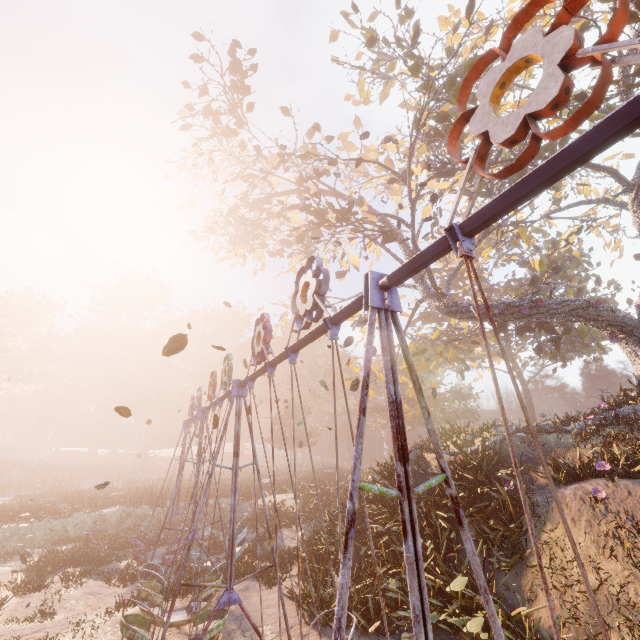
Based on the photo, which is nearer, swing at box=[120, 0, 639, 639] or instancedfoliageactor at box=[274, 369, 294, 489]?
swing at box=[120, 0, 639, 639]

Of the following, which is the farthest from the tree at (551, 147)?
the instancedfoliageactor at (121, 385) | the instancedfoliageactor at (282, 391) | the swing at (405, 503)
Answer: the instancedfoliageactor at (282, 391)

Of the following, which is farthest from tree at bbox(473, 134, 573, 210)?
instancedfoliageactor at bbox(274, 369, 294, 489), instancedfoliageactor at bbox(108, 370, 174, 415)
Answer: instancedfoliageactor at bbox(274, 369, 294, 489)

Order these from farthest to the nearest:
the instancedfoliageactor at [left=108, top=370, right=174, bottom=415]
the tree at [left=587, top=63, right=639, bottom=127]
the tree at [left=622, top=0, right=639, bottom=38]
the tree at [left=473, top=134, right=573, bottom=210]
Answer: the instancedfoliageactor at [left=108, top=370, right=174, bottom=415] < the tree at [left=473, top=134, right=573, bottom=210] < the tree at [left=587, top=63, right=639, bottom=127] < the tree at [left=622, top=0, right=639, bottom=38]

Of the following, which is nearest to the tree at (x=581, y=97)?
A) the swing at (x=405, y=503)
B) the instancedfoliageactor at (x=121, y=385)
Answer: the swing at (x=405, y=503)

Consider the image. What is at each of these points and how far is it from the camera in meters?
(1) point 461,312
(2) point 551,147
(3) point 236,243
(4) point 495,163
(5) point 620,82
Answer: (1) tree, 15.7
(2) tree, 13.4
(3) tree, 26.2
(4) tree, 15.9
(5) tree, 10.6

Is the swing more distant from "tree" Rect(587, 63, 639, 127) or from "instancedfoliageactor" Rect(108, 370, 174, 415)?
"instancedfoliageactor" Rect(108, 370, 174, 415)
